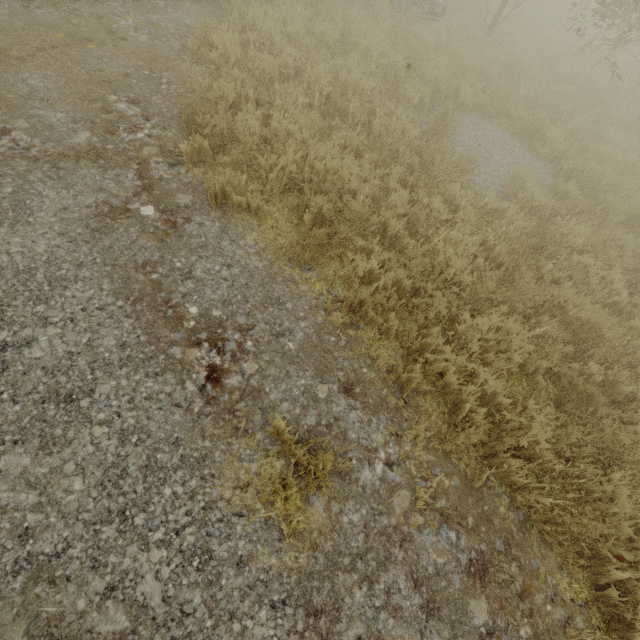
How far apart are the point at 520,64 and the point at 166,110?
10.7 meters
